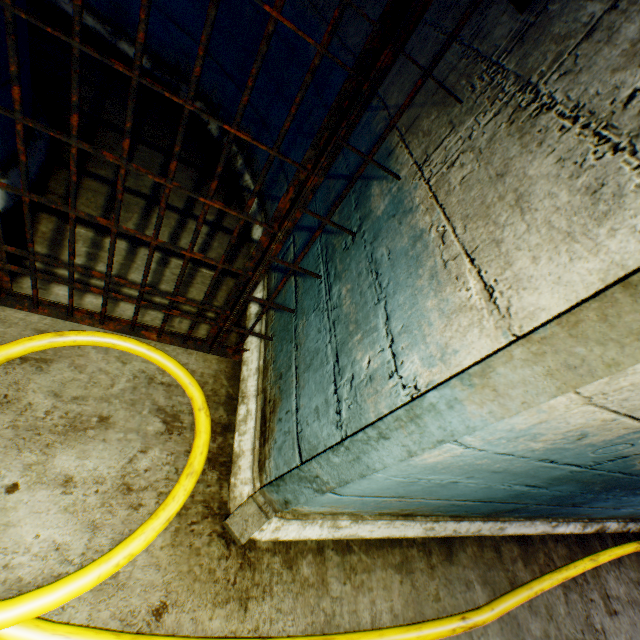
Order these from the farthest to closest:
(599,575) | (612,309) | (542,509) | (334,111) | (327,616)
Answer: (599,575) < (542,509) < (327,616) < (334,111) < (612,309)

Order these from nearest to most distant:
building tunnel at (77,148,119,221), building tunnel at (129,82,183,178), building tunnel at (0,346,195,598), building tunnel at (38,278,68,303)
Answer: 1. building tunnel at (0,346,195,598)
2. building tunnel at (38,278,68,303)
3. building tunnel at (77,148,119,221)
4. building tunnel at (129,82,183,178)

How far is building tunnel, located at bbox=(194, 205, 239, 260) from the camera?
2.6m

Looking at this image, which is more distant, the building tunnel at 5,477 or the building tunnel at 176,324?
the building tunnel at 176,324

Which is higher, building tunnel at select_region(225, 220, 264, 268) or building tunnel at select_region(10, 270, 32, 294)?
building tunnel at select_region(225, 220, 264, 268)
